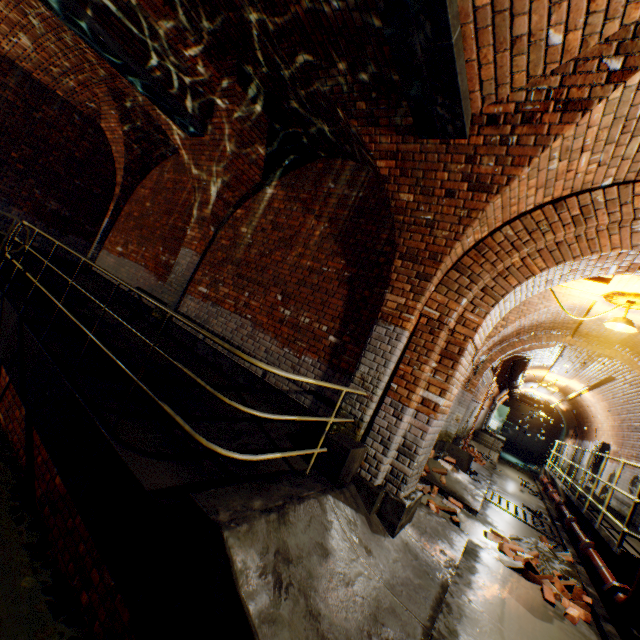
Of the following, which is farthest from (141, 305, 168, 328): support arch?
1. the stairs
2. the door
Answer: the stairs

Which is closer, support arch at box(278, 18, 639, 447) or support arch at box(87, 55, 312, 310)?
support arch at box(278, 18, 639, 447)

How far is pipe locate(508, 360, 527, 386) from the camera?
12.0 meters

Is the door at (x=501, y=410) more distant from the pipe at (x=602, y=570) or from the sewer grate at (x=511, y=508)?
the sewer grate at (x=511, y=508)

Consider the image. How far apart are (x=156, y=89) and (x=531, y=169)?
5.82m

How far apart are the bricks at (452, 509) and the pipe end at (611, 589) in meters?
1.8 m

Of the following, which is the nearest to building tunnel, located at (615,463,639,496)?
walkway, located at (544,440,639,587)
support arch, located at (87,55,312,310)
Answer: walkway, located at (544,440,639,587)

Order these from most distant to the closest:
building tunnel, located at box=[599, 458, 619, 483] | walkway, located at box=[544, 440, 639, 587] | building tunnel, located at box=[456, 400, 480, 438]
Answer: building tunnel, located at box=[456, 400, 480, 438] < building tunnel, located at box=[599, 458, 619, 483] < walkway, located at box=[544, 440, 639, 587]
